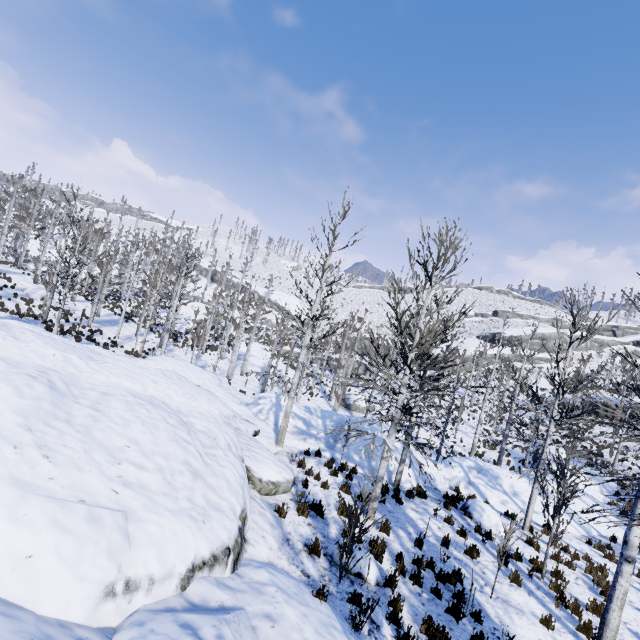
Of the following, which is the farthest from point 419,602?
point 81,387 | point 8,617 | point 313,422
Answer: point 313,422

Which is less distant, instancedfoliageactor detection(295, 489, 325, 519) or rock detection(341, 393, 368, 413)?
instancedfoliageactor detection(295, 489, 325, 519)

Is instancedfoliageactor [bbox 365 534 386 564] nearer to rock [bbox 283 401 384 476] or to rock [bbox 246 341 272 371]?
rock [bbox 283 401 384 476]

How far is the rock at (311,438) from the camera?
13.43m

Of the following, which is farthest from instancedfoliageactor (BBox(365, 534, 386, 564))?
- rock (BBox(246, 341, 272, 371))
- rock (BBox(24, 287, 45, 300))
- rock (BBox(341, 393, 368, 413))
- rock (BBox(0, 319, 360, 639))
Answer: rock (BBox(24, 287, 45, 300))

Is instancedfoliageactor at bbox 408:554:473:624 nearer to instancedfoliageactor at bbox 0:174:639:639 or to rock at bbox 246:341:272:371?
instancedfoliageactor at bbox 0:174:639:639

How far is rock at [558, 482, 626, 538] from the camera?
13.8m

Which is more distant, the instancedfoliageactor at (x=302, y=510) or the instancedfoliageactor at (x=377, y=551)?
the instancedfoliageactor at (x=302, y=510)
